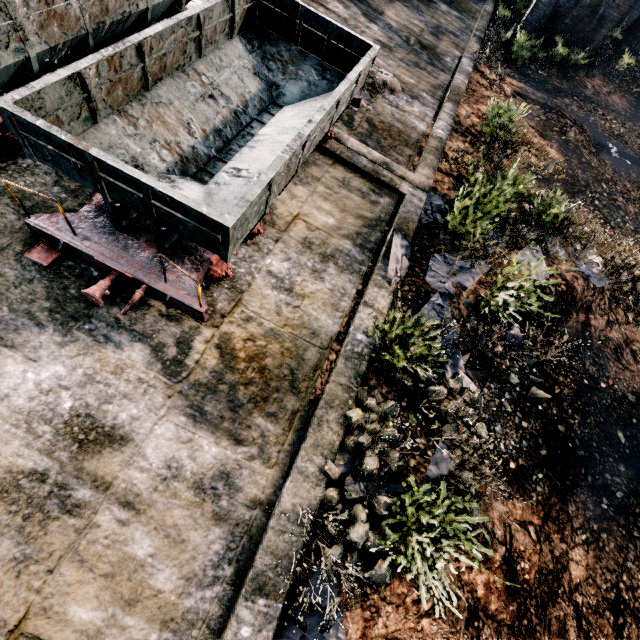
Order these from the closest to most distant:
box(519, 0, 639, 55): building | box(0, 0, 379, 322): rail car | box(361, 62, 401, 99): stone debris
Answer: box(0, 0, 379, 322): rail car < box(361, 62, 401, 99): stone debris < box(519, 0, 639, 55): building

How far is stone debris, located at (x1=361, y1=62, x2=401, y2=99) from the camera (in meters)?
10.77

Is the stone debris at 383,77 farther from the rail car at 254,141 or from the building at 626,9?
the building at 626,9

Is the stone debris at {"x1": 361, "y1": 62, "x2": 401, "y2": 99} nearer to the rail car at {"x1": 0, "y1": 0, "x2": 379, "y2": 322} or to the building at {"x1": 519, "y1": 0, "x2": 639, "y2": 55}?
the rail car at {"x1": 0, "y1": 0, "x2": 379, "y2": 322}

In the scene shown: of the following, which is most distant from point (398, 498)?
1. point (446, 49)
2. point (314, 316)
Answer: point (446, 49)

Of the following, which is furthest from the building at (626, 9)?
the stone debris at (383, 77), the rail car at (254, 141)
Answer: the rail car at (254, 141)

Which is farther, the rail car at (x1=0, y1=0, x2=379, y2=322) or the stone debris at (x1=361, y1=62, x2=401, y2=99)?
the stone debris at (x1=361, y1=62, x2=401, y2=99)
